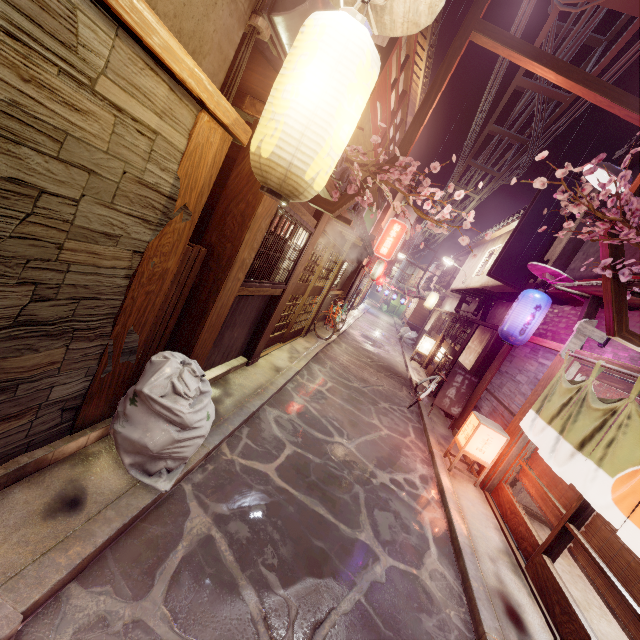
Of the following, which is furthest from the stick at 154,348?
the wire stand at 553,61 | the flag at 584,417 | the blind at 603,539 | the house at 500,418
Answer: the house at 500,418

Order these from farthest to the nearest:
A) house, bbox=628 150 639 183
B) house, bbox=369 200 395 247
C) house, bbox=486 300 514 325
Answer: house, bbox=369 200 395 247
house, bbox=486 300 514 325
house, bbox=628 150 639 183

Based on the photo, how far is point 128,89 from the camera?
3.0 meters

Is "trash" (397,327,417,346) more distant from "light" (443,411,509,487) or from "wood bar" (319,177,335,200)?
"light" (443,411,509,487)

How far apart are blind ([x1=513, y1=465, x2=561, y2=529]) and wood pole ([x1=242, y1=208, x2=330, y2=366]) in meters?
9.1

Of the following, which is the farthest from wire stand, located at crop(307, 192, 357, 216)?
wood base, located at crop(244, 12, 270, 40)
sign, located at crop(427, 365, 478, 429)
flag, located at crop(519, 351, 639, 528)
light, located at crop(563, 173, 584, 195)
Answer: light, located at crop(563, 173, 584, 195)

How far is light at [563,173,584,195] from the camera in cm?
1536

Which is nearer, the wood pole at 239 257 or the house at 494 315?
the wood pole at 239 257
